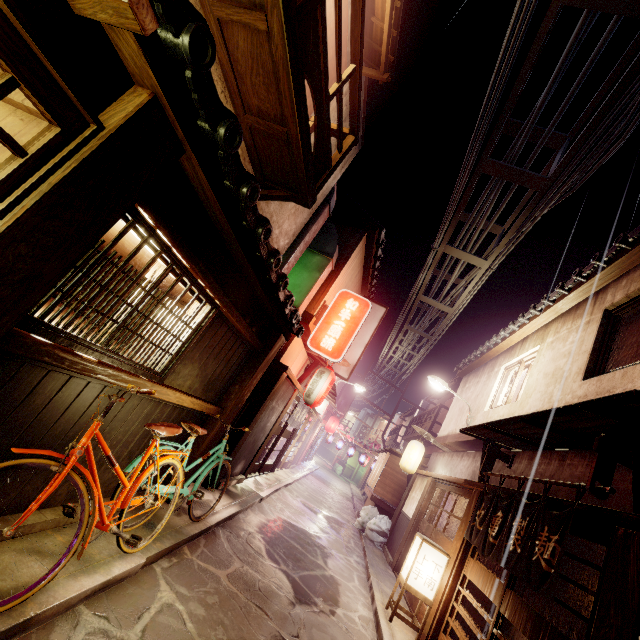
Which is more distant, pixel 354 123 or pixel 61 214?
pixel 354 123

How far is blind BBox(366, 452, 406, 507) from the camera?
23.0 meters

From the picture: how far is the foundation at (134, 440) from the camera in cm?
619

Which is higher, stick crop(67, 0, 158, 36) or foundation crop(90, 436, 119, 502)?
stick crop(67, 0, 158, 36)

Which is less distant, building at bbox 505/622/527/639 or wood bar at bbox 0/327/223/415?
wood bar at bbox 0/327/223/415

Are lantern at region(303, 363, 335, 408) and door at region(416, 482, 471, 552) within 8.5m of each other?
yes

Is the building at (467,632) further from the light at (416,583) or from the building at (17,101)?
the building at (17,101)

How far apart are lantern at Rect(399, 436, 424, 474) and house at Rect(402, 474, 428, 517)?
0.8m
